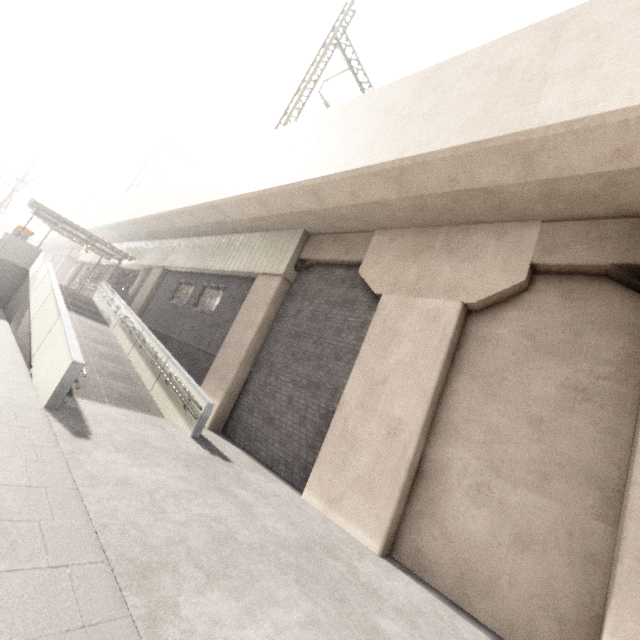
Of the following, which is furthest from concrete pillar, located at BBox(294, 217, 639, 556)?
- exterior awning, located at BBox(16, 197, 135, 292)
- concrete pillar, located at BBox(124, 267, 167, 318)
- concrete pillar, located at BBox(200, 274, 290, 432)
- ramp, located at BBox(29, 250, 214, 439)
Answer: exterior awning, located at BBox(16, 197, 135, 292)

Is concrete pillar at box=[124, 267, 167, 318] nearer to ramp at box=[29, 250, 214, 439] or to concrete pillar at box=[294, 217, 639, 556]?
ramp at box=[29, 250, 214, 439]

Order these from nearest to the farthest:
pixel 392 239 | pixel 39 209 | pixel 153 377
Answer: pixel 392 239, pixel 153 377, pixel 39 209

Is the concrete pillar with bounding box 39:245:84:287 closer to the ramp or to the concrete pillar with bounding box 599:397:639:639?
the ramp

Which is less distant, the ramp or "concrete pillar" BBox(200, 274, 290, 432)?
the ramp

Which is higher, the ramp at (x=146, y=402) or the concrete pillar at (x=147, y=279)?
the concrete pillar at (x=147, y=279)

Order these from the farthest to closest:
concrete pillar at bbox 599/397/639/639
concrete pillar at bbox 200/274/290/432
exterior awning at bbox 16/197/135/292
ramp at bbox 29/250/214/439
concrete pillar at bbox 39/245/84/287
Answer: concrete pillar at bbox 39/245/84/287 < exterior awning at bbox 16/197/135/292 < concrete pillar at bbox 200/274/290/432 < ramp at bbox 29/250/214/439 < concrete pillar at bbox 599/397/639/639

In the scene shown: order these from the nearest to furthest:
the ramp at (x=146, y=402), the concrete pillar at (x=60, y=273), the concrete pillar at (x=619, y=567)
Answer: the concrete pillar at (x=619, y=567)
the ramp at (x=146, y=402)
the concrete pillar at (x=60, y=273)
